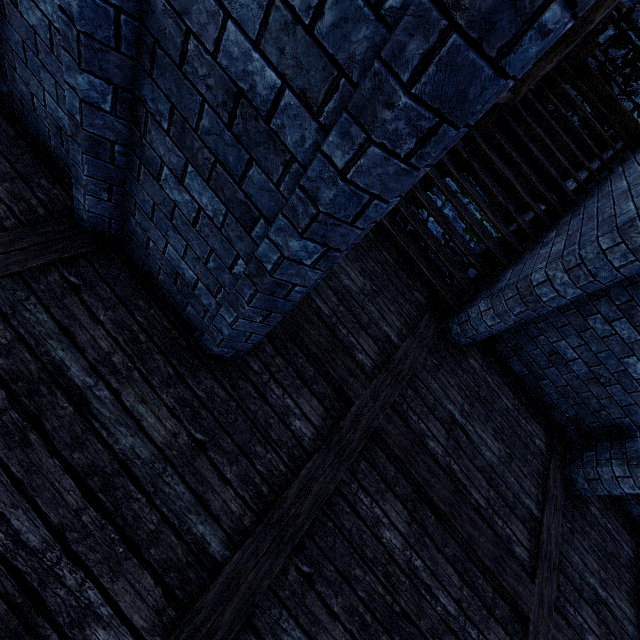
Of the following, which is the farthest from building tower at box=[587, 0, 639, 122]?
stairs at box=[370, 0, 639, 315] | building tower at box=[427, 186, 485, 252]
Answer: building tower at box=[427, 186, 485, 252]

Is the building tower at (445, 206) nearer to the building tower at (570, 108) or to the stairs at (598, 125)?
the stairs at (598, 125)

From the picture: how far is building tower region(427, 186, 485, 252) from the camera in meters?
7.1

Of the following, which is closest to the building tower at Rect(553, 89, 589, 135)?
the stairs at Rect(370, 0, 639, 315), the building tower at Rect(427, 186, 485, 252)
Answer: the stairs at Rect(370, 0, 639, 315)

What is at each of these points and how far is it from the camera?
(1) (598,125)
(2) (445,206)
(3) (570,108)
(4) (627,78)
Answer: (1) stairs, 6.0 meters
(2) building tower, 7.3 meters
(3) building tower, 8.7 meters
(4) building tower, 7.9 meters

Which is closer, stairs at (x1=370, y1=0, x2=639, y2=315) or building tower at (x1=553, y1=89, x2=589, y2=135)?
stairs at (x1=370, y1=0, x2=639, y2=315)

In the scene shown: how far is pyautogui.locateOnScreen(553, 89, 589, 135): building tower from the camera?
8.66m

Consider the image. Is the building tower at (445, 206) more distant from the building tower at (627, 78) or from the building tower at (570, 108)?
the building tower at (570, 108)
